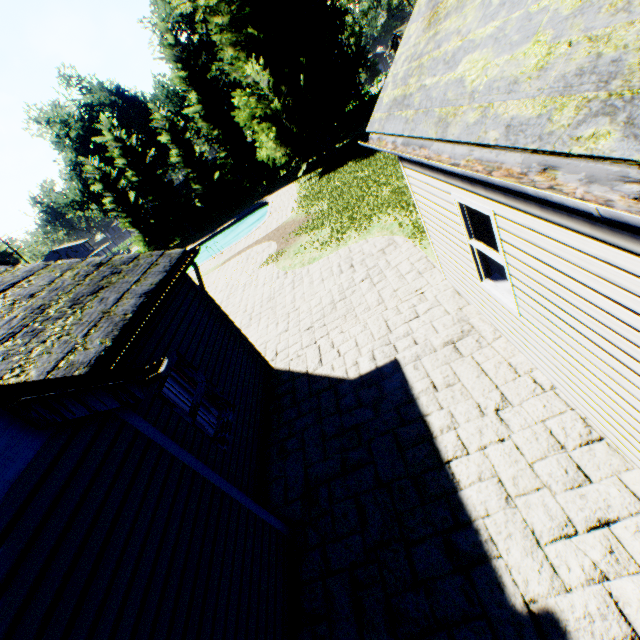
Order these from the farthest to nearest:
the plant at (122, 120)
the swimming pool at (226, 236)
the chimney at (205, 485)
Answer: the plant at (122, 120)
the swimming pool at (226, 236)
the chimney at (205, 485)

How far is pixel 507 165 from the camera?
2.40m

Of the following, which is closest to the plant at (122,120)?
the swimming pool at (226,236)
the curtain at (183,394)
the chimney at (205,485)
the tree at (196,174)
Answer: the tree at (196,174)

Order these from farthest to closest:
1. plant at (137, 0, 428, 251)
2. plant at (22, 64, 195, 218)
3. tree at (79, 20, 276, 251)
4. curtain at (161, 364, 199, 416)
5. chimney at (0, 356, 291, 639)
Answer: plant at (22, 64, 195, 218) < tree at (79, 20, 276, 251) < plant at (137, 0, 428, 251) < curtain at (161, 364, 199, 416) < chimney at (0, 356, 291, 639)

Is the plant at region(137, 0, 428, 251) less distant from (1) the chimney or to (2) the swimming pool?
(2) the swimming pool

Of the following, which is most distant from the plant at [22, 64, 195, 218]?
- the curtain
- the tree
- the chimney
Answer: the chimney

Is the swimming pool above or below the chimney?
below

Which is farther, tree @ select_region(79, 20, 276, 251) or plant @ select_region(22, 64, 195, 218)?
plant @ select_region(22, 64, 195, 218)
